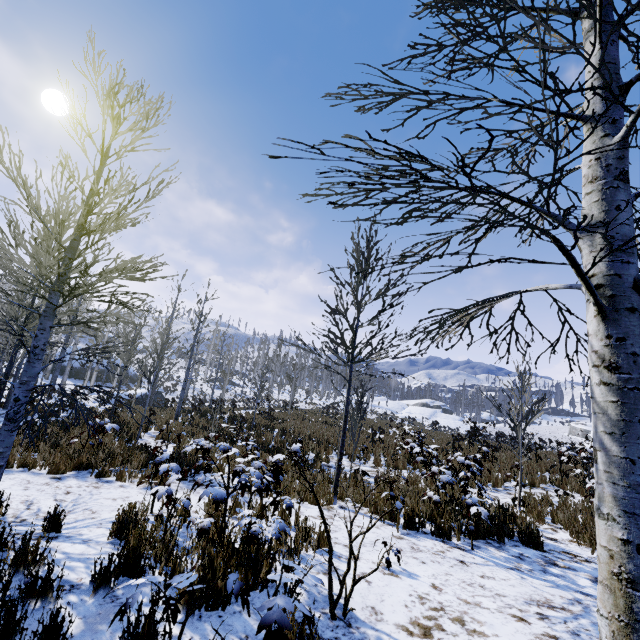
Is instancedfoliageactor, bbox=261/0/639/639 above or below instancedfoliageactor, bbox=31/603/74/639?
above

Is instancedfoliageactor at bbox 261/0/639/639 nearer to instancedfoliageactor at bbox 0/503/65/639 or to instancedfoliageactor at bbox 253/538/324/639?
instancedfoliageactor at bbox 0/503/65/639

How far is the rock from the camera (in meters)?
37.25

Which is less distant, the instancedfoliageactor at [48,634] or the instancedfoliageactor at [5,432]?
the instancedfoliageactor at [48,634]

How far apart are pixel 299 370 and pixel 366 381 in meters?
42.3

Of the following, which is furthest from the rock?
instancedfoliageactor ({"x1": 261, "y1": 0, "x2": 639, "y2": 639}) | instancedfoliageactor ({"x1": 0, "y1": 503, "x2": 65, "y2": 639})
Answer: instancedfoliageactor ({"x1": 0, "y1": 503, "x2": 65, "y2": 639})

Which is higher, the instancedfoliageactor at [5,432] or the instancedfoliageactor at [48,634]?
the instancedfoliageactor at [5,432]

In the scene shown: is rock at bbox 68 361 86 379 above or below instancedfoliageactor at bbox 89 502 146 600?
above
